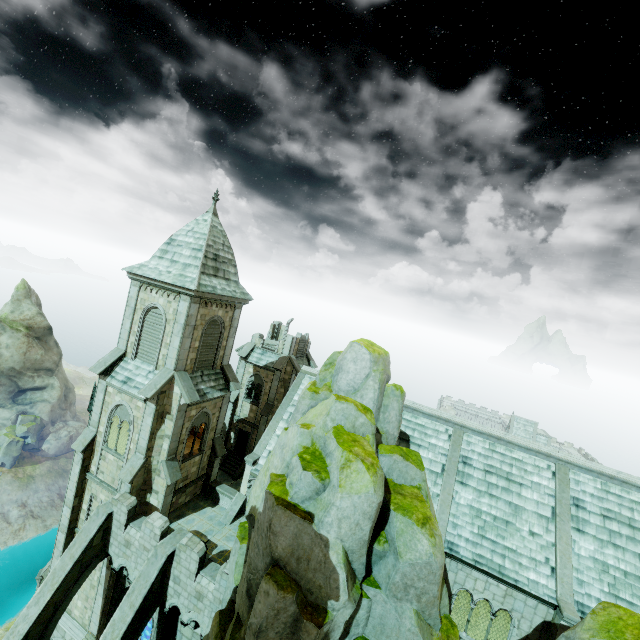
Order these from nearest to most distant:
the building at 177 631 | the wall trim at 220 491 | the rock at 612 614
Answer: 1. the rock at 612 614
2. the building at 177 631
3. the wall trim at 220 491

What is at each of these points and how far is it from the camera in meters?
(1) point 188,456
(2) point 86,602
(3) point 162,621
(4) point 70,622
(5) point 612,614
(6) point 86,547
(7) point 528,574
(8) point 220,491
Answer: (1) building, 20.3 m
(2) building, 19.2 m
(3) stone column, 16.3 m
(4) wall trim, 19.4 m
(5) rock, 8.9 m
(6) buttress, 16.0 m
(7) building, 16.5 m
(8) wall trim, 21.7 m

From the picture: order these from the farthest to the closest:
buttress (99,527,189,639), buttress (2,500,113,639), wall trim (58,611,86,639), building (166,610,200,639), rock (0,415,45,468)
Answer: rock (0,415,45,468), wall trim (58,611,86,639), building (166,610,200,639), buttress (2,500,113,639), buttress (99,527,189,639)

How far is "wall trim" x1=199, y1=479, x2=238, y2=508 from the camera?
21.6 meters

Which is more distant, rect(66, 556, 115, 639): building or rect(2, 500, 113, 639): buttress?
rect(66, 556, 115, 639): building

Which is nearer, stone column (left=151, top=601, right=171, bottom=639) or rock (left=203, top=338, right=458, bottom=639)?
rock (left=203, top=338, right=458, bottom=639)

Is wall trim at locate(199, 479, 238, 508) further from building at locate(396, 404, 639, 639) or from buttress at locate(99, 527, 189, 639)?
buttress at locate(99, 527, 189, 639)

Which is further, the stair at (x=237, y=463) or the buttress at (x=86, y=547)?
the stair at (x=237, y=463)
